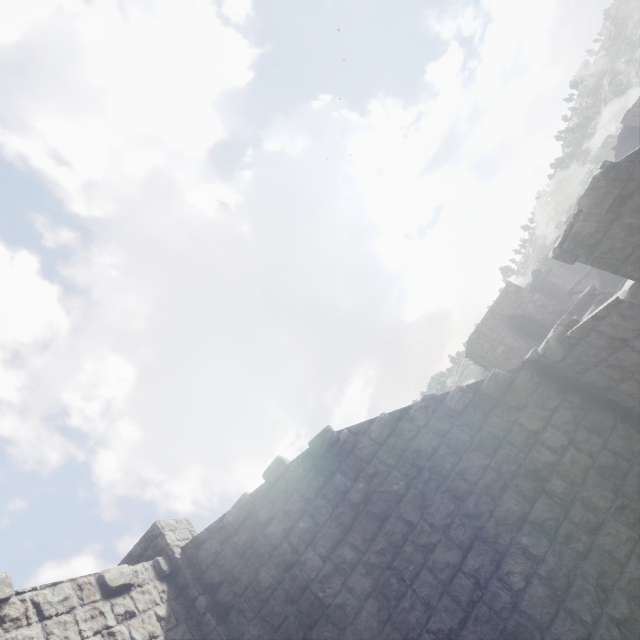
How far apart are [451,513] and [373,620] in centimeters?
241cm
